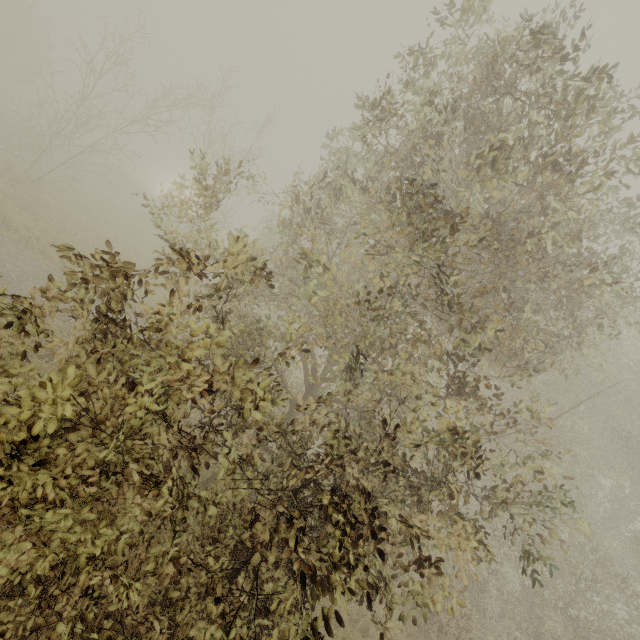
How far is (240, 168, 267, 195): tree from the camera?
8.55m

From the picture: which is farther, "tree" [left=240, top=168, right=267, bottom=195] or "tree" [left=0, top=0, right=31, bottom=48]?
"tree" [left=0, top=0, right=31, bottom=48]

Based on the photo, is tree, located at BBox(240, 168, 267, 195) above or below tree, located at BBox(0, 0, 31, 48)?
above

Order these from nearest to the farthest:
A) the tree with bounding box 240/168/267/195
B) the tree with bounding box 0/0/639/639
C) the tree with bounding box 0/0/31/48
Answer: the tree with bounding box 0/0/639/639
the tree with bounding box 240/168/267/195
the tree with bounding box 0/0/31/48

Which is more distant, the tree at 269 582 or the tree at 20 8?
the tree at 20 8

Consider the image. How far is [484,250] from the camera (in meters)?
5.73

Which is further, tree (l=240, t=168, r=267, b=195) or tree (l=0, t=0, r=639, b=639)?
tree (l=240, t=168, r=267, b=195)
